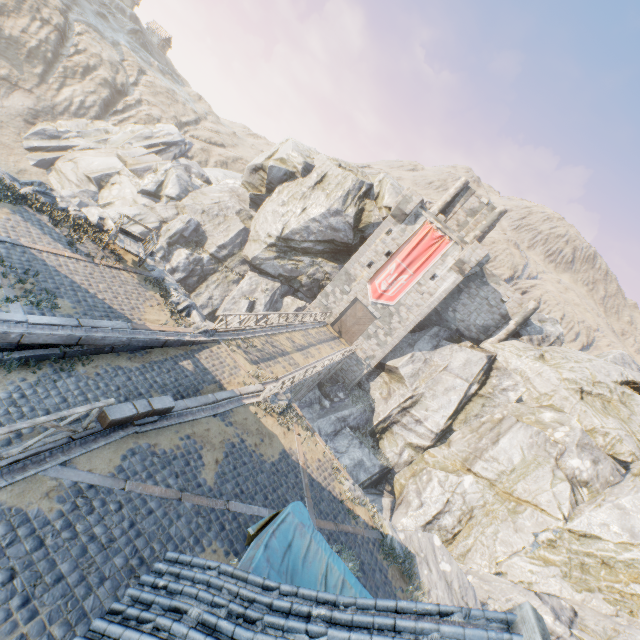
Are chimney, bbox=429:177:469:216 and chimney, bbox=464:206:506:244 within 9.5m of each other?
yes

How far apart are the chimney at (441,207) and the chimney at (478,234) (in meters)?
3.19

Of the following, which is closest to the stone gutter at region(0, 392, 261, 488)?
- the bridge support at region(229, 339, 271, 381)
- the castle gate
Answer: the bridge support at region(229, 339, 271, 381)

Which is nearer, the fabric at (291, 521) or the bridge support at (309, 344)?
the fabric at (291, 521)

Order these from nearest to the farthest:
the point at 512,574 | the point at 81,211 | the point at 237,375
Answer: the point at 237,375 → the point at 81,211 → the point at 512,574

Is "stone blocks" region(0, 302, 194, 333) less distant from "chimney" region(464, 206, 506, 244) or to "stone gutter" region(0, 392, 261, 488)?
"stone gutter" region(0, 392, 261, 488)

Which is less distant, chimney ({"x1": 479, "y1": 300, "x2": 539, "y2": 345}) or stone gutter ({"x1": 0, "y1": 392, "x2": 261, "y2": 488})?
stone gutter ({"x1": 0, "y1": 392, "x2": 261, "y2": 488})

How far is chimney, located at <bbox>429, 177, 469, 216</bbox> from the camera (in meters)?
32.81
